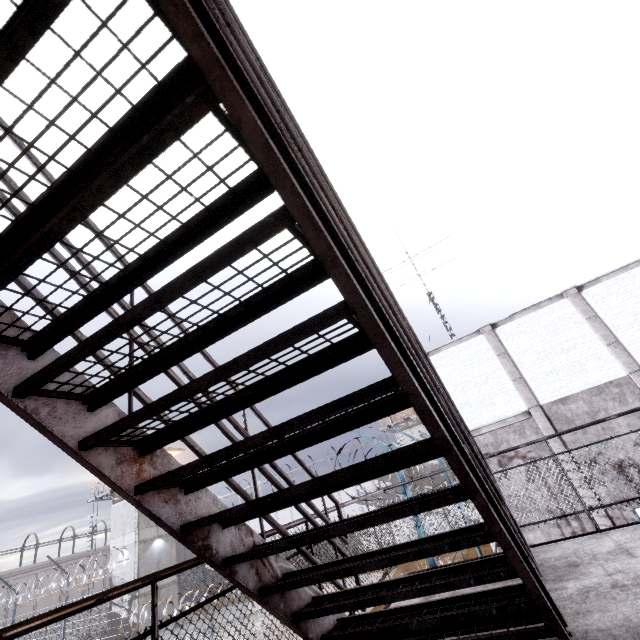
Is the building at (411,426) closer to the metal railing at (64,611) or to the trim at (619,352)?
the trim at (619,352)

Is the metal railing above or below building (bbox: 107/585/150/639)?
above

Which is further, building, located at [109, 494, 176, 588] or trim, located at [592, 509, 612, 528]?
building, located at [109, 494, 176, 588]

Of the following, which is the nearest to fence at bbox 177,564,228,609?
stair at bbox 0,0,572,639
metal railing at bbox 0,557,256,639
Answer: metal railing at bbox 0,557,256,639

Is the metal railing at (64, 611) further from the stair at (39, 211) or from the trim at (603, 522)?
the trim at (603, 522)

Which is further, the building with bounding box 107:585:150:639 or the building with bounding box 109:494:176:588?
the building with bounding box 109:494:176:588

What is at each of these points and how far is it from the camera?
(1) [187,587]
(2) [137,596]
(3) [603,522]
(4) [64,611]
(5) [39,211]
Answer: (1) fence, 38.4m
(2) building, 27.6m
(3) trim, 9.1m
(4) metal railing, 1.2m
(5) stair, 1.1m

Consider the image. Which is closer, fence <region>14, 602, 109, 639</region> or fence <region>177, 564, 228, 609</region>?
fence <region>177, 564, 228, 609</region>
